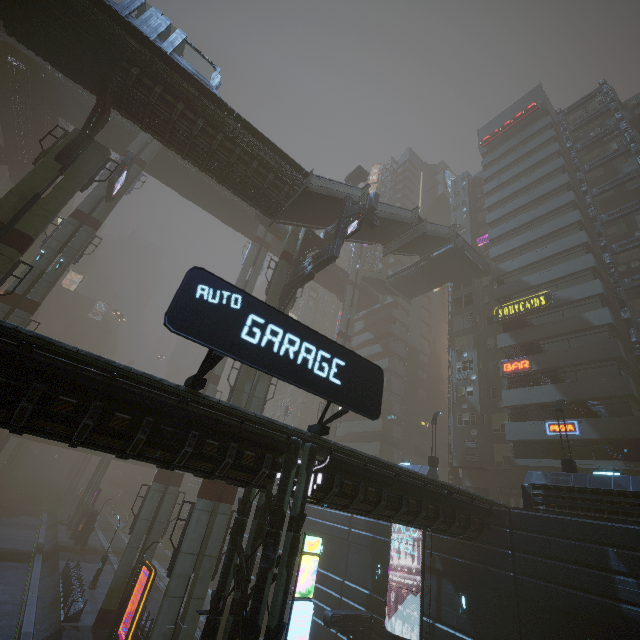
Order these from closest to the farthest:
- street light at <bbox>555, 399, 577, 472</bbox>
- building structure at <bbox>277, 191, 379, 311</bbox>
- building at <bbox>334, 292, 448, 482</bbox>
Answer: street light at <bbox>555, 399, 577, 472</bbox> < building structure at <bbox>277, 191, 379, 311</bbox> < building at <bbox>334, 292, 448, 482</bbox>

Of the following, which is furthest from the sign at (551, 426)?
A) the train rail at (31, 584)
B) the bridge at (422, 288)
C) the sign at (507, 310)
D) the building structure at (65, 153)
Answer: the building structure at (65, 153)

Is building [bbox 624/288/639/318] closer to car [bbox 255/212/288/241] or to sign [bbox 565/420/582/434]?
sign [bbox 565/420/582/434]

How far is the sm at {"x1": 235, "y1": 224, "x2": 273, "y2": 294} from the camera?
36.83m

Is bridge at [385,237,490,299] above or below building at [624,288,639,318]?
above

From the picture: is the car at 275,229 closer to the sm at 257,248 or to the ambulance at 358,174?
the sm at 257,248

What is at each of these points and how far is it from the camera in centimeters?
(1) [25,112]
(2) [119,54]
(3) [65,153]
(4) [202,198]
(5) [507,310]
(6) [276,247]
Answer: (1) building, 3531cm
(2) bridge, 1786cm
(3) building structure, 1847cm
(4) bridge, 4181cm
(5) sign, 3306cm
(6) bridge, 4716cm

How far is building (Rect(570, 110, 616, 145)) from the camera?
37.59m
